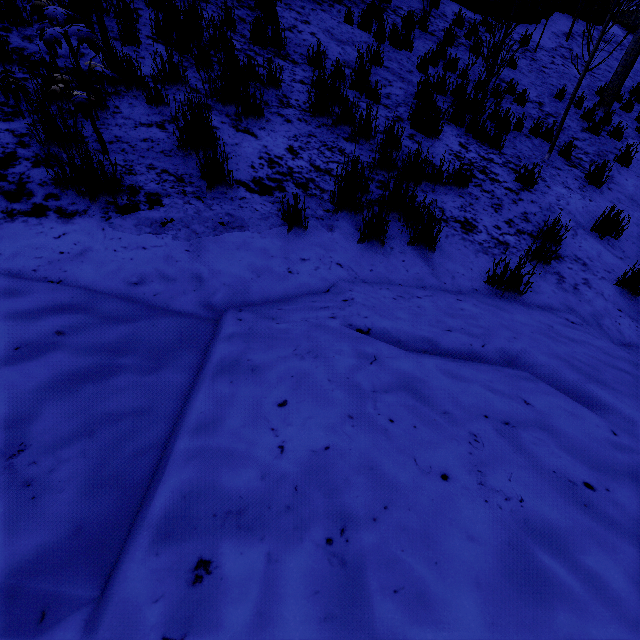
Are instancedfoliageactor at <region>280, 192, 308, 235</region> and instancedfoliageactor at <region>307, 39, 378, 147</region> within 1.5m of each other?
no

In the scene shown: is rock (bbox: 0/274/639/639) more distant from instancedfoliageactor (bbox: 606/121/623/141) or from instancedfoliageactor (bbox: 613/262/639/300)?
instancedfoliageactor (bbox: 606/121/623/141)

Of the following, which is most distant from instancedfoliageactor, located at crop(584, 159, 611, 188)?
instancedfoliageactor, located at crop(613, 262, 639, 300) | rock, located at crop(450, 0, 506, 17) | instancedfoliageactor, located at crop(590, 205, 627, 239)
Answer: instancedfoliageactor, located at crop(613, 262, 639, 300)

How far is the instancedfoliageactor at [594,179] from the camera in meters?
5.3

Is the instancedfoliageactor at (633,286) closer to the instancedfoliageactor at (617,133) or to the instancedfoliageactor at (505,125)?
the instancedfoliageactor at (505,125)

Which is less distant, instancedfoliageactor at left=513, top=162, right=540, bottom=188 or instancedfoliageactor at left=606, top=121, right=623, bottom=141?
instancedfoliageactor at left=513, top=162, right=540, bottom=188

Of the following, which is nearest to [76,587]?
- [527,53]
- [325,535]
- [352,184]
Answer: [325,535]

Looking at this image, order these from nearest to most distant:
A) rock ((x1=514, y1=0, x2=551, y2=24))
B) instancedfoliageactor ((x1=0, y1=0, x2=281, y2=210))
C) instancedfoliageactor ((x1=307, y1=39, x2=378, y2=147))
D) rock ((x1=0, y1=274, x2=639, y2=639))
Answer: rock ((x1=0, y1=274, x2=639, y2=639)), instancedfoliageactor ((x1=0, y1=0, x2=281, y2=210)), instancedfoliageactor ((x1=307, y1=39, x2=378, y2=147)), rock ((x1=514, y1=0, x2=551, y2=24))
